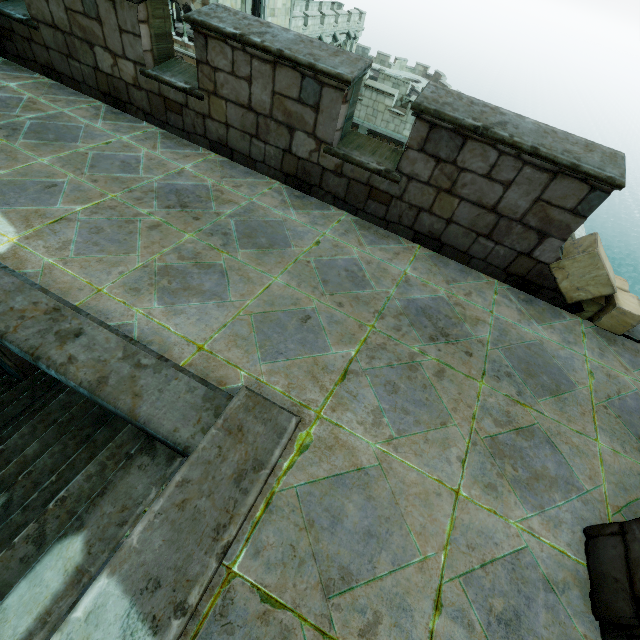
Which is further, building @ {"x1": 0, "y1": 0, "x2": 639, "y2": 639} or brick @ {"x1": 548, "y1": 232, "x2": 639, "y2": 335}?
brick @ {"x1": 548, "y1": 232, "x2": 639, "y2": 335}

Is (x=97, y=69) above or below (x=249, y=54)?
below

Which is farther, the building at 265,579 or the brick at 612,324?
the brick at 612,324
